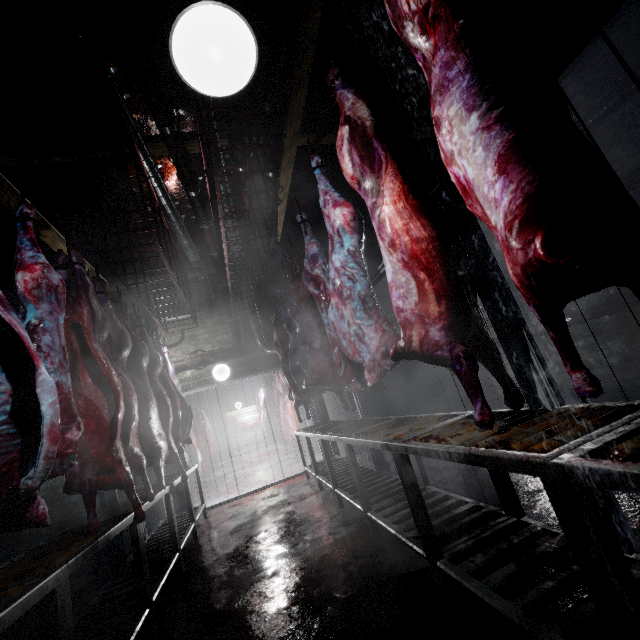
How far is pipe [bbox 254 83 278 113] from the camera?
3.11m

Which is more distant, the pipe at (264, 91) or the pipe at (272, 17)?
the pipe at (264, 91)

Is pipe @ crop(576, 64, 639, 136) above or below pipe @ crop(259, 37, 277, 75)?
below

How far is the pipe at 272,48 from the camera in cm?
272

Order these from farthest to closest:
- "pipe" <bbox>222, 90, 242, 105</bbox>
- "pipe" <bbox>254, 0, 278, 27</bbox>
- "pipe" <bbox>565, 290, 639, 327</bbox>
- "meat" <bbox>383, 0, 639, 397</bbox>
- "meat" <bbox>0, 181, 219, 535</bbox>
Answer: "pipe" <bbox>565, 290, 639, 327</bbox> → "pipe" <bbox>222, 90, 242, 105</bbox> → "pipe" <bbox>254, 0, 278, 27</bbox> → "meat" <bbox>0, 181, 219, 535</bbox> → "meat" <bbox>383, 0, 639, 397</bbox>

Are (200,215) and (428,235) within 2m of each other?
no

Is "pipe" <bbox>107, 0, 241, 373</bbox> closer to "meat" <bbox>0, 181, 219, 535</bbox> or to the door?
the door
